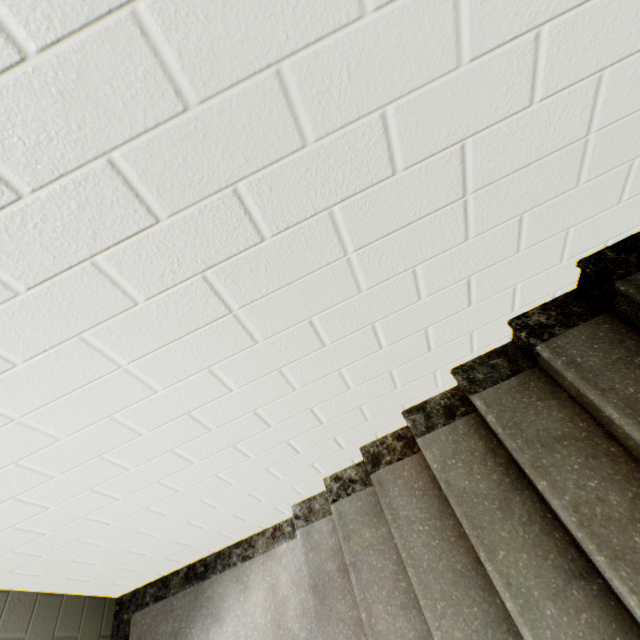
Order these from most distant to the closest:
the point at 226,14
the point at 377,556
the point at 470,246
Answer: the point at 377,556
the point at 470,246
the point at 226,14
